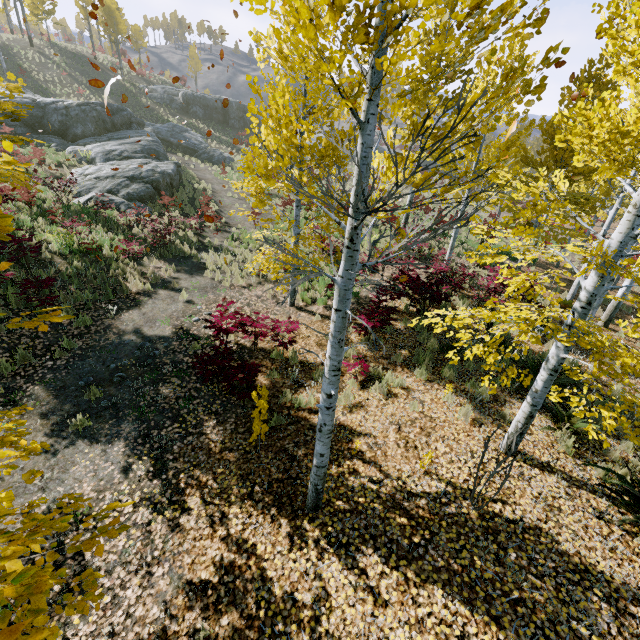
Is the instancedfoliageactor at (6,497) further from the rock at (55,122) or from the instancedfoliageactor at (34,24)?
the instancedfoliageactor at (34,24)

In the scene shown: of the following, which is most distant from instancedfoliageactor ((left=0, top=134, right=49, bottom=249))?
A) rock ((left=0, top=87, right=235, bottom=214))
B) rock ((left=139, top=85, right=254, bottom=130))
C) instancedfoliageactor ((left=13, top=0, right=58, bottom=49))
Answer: instancedfoliageactor ((left=13, top=0, right=58, bottom=49))

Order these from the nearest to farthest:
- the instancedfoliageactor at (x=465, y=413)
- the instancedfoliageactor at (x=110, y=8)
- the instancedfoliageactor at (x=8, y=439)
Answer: the instancedfoliageactor at (x=8, y=439) → the instancedfoliageactor at (x=465, y=413) → the instancedfoliageactor at (x=110, y=8)

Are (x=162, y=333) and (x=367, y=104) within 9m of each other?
yes

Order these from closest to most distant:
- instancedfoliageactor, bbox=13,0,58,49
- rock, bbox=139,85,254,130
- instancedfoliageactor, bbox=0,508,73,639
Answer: instancedfoliageactor, bbox=0,508,73,639, instancedfoliageactor, bbox=13,0,58,49, rock, bbox=139,85,254,130

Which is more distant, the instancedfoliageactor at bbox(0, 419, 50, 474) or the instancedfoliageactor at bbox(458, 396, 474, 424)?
the instancedfoliageactor at bbox(458, 396, 474, 424)
